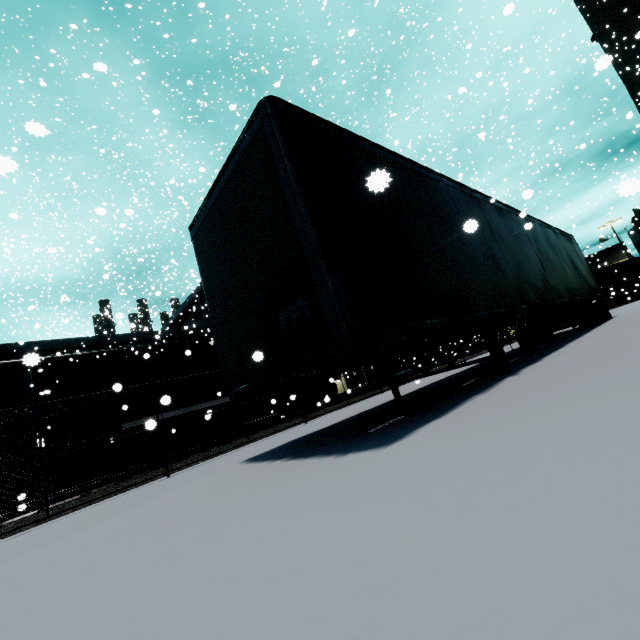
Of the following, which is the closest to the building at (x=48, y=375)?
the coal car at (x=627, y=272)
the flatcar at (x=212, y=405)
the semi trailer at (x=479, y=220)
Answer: the semi trailer at (x=479, y=220)

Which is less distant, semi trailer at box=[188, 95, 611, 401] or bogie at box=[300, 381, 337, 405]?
semi trailer at box=[188, 95, 611, 401]

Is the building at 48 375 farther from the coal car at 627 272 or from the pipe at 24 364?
the coal car at 627 272

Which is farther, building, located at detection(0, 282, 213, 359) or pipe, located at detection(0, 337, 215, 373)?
building, located at detection(0, 282, 213, 359)

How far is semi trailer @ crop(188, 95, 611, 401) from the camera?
3.2 meters

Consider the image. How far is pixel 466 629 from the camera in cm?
69

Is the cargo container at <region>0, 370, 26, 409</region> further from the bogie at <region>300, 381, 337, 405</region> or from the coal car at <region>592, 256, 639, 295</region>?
the coal car at <region>592, 256, 639, 295</region>

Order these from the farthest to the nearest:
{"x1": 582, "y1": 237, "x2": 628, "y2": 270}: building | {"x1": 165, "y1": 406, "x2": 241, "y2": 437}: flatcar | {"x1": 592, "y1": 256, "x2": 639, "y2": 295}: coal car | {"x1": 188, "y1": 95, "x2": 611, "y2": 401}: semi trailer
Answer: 1. {"x1": 582, "y1": 237, "x2": 628, "y2": 270}: building
2. {"x1": 592, "y1": 256, "x2": 639, "y2": 295}: coal car
3. {"x1": 165, "y1": 406, "x2": 241, "y2": 437}: flatcar
4. {"x1": 188, "y1": 95, "x2": 611, "y2": 401}: semi trailer
